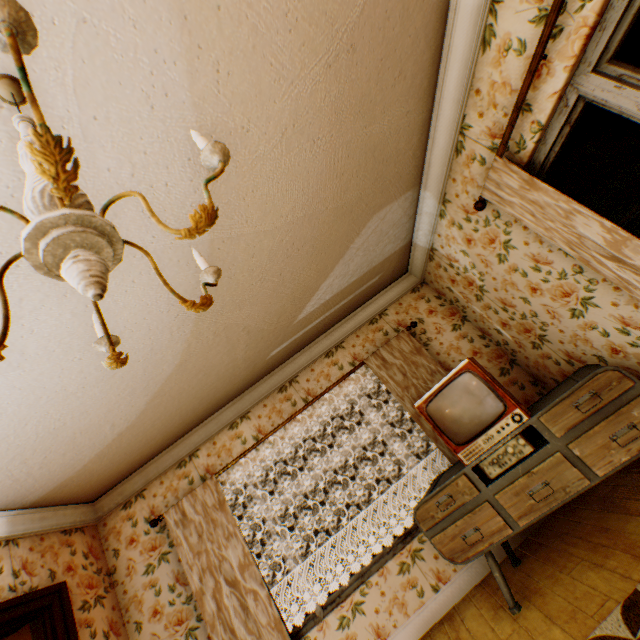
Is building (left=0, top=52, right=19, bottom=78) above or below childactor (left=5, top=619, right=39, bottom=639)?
above

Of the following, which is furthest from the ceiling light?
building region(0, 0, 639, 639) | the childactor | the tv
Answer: the childactor

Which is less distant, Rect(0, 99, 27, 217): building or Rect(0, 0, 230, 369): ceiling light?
Rect(0, 0, 230, 369): ceiling light

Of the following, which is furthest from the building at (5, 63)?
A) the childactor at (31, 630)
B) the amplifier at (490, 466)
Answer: the amplifier at (490, 466)

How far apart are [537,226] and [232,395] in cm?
382

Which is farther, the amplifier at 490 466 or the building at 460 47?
the amplifier at 490 466

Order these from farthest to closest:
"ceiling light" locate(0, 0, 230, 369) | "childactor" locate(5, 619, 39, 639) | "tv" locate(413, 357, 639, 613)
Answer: "childactor" locate(5, 619, 39, 639) → "tv" locate(413, 357, 639, 613) → "ceiling light" locate(0, 0, 230, 369)
